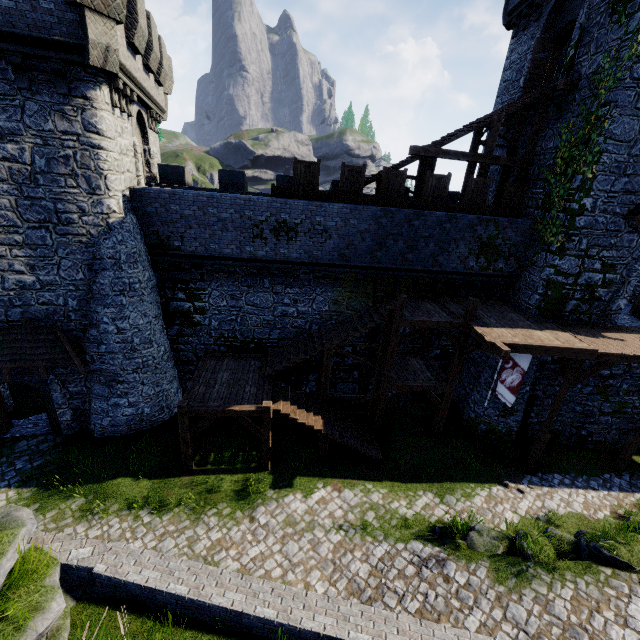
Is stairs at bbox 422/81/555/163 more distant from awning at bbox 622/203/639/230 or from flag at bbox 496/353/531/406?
flag at bbox 496/353/531/406

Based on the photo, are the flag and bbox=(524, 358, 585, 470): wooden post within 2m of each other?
yes

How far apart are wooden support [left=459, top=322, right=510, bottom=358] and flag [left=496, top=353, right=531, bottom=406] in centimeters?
76cm

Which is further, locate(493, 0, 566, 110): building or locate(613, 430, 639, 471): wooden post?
locate(493, 0, 566, 110): building

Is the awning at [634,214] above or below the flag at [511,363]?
above

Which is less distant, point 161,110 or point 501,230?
point 501,230

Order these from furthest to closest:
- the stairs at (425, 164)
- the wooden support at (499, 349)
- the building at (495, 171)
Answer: the building at (495, 171), the stairs at (425, 164), the wooden support at (499, 349)

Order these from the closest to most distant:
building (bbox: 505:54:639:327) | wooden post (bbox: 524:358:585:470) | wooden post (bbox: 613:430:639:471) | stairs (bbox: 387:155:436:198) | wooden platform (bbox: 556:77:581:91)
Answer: building (bbox: 505:54:639:327), wooden post (bbox: 524:358:585:470), wooden platform (bbox: 556:77:581:91), wooden post (bbox: 613:430:639:471), stairs (bbox: 387:155:436:198)
